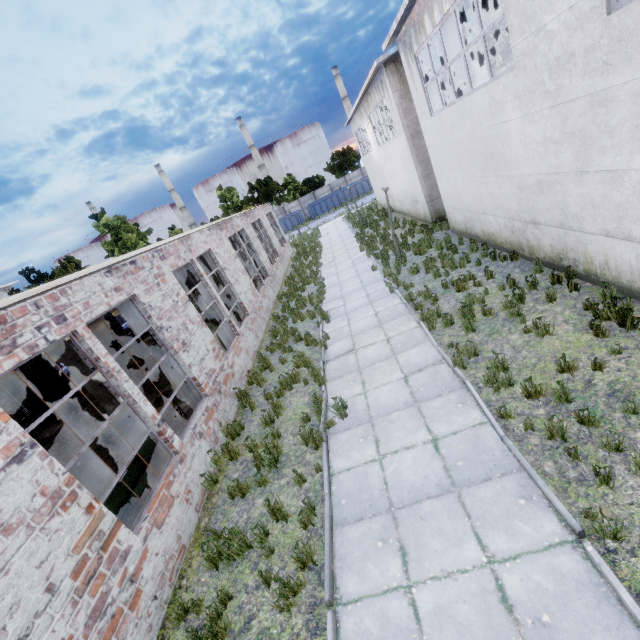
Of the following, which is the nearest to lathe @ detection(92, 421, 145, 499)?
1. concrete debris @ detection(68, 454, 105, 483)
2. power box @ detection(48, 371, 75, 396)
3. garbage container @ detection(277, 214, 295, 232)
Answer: concrete debris @ detection(68, 454, 105, 483)

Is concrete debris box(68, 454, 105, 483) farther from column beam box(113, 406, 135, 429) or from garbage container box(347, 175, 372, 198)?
garbage container box(347, 175, 372, 198)

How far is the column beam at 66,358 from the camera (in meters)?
8.72

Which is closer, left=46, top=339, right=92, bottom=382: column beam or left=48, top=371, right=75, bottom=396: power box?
left=46, top=339, right=92, bottom=382: column beam

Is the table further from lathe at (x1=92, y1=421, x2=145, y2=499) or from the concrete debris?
the concrete debris

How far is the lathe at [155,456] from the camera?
6.2m

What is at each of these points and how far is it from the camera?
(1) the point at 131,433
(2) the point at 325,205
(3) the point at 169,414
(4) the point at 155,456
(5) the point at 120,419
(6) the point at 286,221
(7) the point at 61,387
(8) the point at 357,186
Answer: (1) lathe, 7.3m
(2) garbage container, 49.2m
(3) table, 9.1m
(4) lathe, 7.5m
(5) column beam, 9.7m
(6) garbage container, 50.1m
(7) power box, 17.3m
(8) garbage container, 48.2m

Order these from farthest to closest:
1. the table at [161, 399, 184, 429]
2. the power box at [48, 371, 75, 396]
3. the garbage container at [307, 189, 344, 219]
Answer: the garbage container at [307, 189, 344, 219], the power box at [48, 371, 75, 396], the table at [161, 399, 184, 429]
